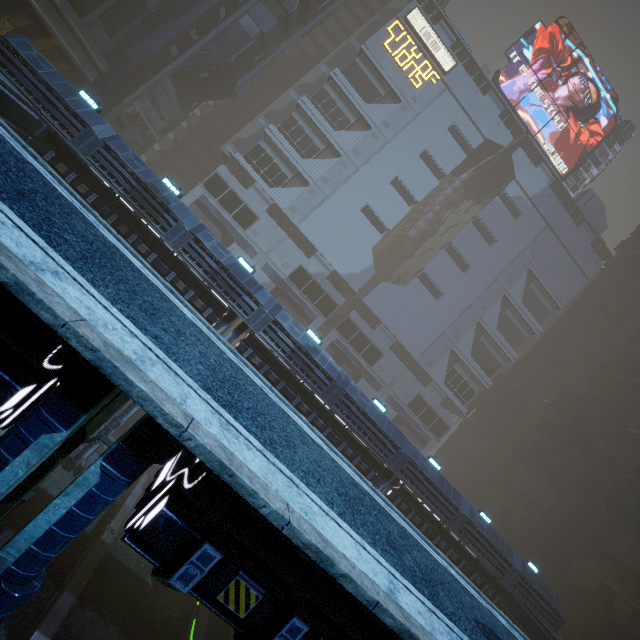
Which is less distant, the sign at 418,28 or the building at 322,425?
the building at 322,425

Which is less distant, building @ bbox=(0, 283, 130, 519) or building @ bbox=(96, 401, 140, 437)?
building @ bbox=(0, 283, 130, 519)

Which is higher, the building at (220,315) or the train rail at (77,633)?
the building at (220,315)

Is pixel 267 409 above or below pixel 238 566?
above

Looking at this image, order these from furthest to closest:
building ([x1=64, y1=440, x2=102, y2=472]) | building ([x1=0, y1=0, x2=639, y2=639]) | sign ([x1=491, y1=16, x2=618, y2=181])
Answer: sign ([x1=491, y1=16, x2=618, y2=181]), building ([x1=0, y1=0, x2=639, y2=639]), building ([x1=64, y1=440, x2=102, y2=472])

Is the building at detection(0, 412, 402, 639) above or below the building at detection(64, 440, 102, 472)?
above
